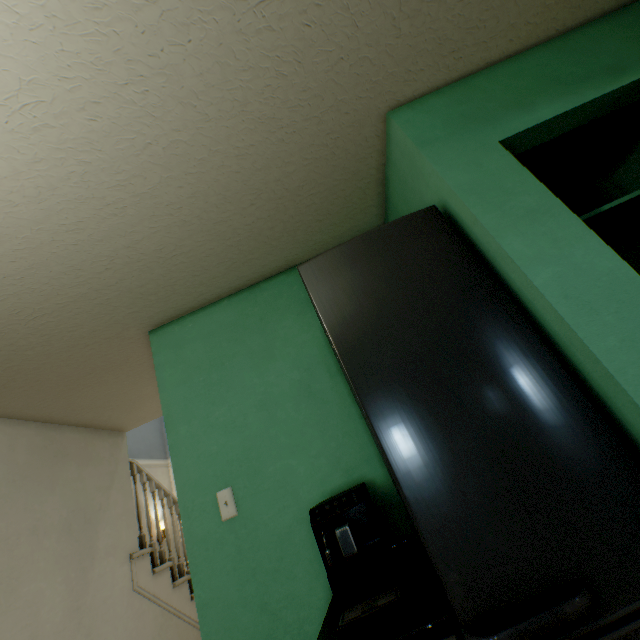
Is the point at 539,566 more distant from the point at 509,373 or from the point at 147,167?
the point at 147,167

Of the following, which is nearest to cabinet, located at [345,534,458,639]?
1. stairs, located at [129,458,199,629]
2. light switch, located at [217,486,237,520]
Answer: light switch, located at [217,486,237,520]

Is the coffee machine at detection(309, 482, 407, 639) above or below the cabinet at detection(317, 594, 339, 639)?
above

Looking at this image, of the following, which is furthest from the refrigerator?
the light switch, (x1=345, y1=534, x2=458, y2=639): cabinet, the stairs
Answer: the stairs

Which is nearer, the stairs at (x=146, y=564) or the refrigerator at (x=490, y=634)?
the refrigerator at (x=490, y=634)

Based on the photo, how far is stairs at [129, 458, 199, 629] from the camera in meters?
2.8 m

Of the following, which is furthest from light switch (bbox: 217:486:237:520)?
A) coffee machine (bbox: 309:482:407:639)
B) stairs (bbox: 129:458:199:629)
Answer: stairs (bbox: 129:458:199:629)

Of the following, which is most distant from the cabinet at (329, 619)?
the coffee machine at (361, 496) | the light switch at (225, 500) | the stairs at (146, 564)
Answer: the stairs at (146, 564)
